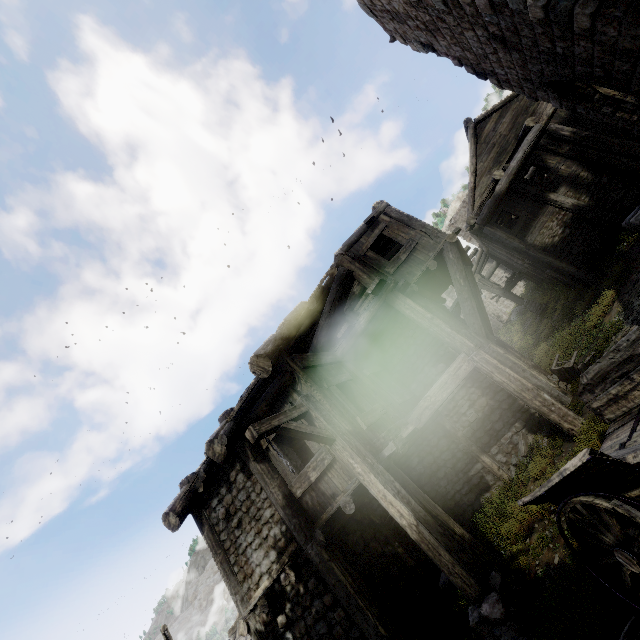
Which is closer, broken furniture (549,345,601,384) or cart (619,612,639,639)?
cart (619,612,639,639)

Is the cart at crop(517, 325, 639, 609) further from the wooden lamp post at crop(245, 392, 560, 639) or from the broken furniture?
the broken furniture

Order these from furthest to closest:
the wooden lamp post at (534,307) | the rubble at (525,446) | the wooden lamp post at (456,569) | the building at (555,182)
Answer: the wooden lamp post at (534,307), the rubble at (525,446), the building at (555,182), the wooden lamp post at (456,569)

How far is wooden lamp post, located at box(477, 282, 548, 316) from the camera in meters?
20.0 m

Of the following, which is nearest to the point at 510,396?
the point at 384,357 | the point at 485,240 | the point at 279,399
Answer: the point at 384,357

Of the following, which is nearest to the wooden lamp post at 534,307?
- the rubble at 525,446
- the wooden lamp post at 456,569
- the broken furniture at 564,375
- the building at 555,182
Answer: the building at 555,182

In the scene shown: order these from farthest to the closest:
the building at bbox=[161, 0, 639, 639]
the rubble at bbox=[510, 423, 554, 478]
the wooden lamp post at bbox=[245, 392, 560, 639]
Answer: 1. the rubble at bbox=[510, 423, 554, 478]
2. the building at bbox=[161, 0, 639, 639]
3. the wooden lamp post at bbox=[245, 392, 560, 639]

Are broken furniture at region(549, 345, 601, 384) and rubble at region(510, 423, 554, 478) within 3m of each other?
yes
